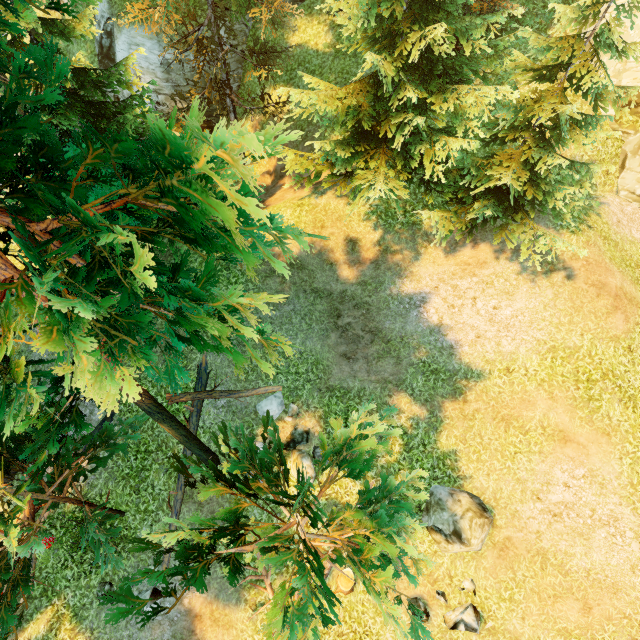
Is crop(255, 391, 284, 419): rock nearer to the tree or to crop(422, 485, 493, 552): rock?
the tree

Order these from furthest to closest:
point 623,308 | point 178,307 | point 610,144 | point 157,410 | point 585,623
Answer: point 610,144, point 623,308, point 585,623, point 157,410, point 178,307

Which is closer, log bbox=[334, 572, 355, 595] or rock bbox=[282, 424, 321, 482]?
log bbox=[334, 572, 355, 595]

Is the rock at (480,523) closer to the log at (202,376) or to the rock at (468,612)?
the rock at (468,612)

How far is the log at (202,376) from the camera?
10.9 meters

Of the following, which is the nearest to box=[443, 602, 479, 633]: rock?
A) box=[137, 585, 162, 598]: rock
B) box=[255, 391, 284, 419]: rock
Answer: box=[255, 391, 284, 419]: rock

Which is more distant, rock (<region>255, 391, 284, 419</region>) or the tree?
rock (<region>255, 391, 284, 419</region>)

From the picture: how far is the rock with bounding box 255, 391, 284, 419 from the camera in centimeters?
1085cm
